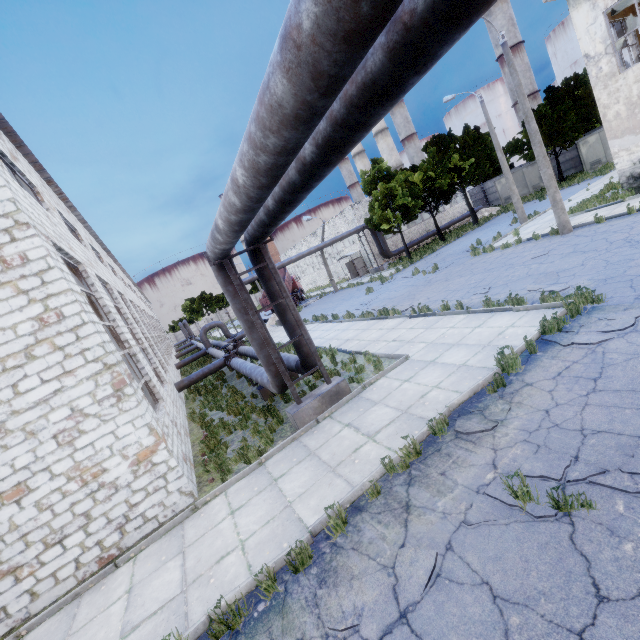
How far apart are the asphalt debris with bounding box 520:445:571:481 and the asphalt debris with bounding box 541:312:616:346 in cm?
261

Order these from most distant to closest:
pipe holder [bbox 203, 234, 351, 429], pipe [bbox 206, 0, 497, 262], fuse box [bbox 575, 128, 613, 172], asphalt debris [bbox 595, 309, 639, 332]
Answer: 1. fuse box [bbox 575, 128, 613, 172]
2. pipe holder [bbox 203, 234, 351, 429]
3. asphalt debris [bbox 595, 309, 639, 332]
4. pipe [bbox 206, 0, 497, 262]

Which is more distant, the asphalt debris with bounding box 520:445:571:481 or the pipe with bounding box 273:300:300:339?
the pipe with bounding box 273:300:300:339

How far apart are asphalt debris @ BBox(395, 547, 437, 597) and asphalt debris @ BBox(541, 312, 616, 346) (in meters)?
5.06

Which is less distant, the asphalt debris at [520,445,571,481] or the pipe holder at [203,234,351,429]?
the asphalt debris at [520,445,571,481]

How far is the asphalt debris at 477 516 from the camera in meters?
3.9

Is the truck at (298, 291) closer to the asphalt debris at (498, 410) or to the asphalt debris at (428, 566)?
the asphalt debris at (498, 410)

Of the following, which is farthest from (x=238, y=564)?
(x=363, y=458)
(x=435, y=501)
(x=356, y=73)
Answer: (x=356, y=73)
